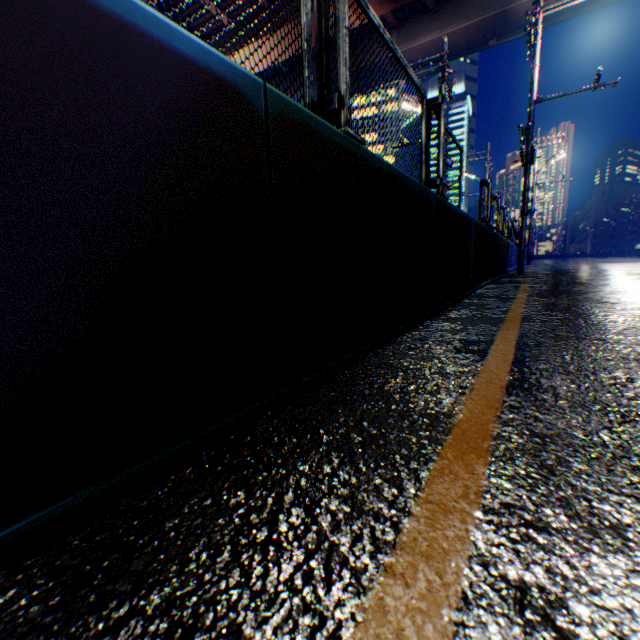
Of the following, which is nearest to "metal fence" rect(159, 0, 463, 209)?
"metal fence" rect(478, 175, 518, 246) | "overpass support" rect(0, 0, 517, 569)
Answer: "overpass support" rect(0, 0, 517, 569)

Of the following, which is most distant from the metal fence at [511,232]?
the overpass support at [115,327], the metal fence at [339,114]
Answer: the metal fence at [339,114]

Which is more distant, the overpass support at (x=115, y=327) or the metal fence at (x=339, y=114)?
the metal fence at (x=339, y=114)

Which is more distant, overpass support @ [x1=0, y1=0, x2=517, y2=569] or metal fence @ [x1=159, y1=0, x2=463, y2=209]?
metal fence @ [x1=159, y1=0, x2=463, y2=209]

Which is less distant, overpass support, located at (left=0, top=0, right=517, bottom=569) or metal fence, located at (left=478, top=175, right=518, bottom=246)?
overpass support, located at (left=0, top=0, right=517, bottom=569)

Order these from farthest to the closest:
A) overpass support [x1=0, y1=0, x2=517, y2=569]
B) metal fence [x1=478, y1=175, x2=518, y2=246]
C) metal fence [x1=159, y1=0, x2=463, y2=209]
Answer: metal fence [x1=478, y1=175, x2=518, y2=246]
metal fence [x1=159, y1=0, x2=463, y2=209]
overpass support [x1=0, y1=0, x2=517, y2=569]

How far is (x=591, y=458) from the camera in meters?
A: 0.9 m

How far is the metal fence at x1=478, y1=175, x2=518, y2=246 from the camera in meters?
8.0 m
